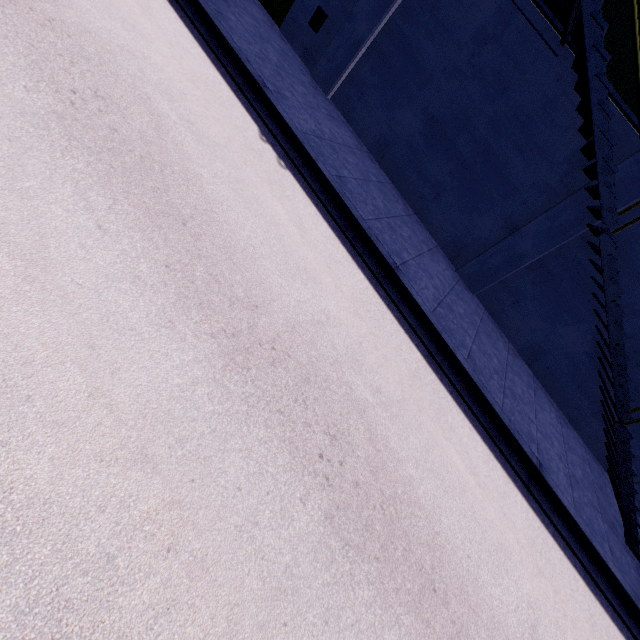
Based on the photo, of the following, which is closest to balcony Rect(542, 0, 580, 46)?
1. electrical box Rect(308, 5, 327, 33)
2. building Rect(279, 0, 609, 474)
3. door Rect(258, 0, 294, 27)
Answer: building Rect(279, 0, 609, 474)

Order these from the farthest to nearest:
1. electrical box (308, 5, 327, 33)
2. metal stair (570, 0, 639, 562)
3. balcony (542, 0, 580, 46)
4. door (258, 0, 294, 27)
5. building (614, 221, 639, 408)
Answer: door (258, 0, 294, 27) → electrical box (308, 5, 327, 33) → building (614, 221, 639, 408) → balcony (542, 0, 580, 46) → metal stair (570, 0, 639, 562)

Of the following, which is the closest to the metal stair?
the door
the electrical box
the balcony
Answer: the balcony

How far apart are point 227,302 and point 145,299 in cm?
86

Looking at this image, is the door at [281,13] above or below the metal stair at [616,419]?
below

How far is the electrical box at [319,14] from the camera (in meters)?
9.72

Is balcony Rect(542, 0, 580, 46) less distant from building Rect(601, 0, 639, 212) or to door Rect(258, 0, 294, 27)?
building Rect(601, 0, 639, 212)

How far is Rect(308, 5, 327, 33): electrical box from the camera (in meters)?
9.72
